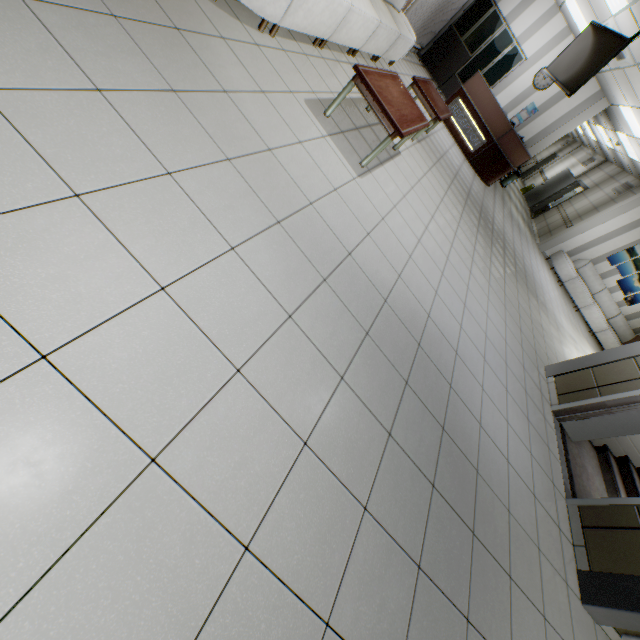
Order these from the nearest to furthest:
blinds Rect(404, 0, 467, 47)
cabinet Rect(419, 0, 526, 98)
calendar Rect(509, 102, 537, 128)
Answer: blinds Rect(404, 0, 467, 47)
cabinet Rect(419, 0, 526, 98)
calendar Rect(509, 102, 537, 128)

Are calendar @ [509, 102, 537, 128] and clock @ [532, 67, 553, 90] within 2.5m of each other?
yes

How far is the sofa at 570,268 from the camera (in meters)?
11.44

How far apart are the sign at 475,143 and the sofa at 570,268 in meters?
5.8 m

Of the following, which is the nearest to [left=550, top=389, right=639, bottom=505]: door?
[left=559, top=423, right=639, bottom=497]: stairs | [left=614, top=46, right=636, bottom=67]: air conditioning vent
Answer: [left=559, top=423, right=639, bottom=497]: stairs

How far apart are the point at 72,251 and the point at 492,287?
5.54m

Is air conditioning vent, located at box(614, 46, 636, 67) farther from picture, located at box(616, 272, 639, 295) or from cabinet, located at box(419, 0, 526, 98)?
picture, located at box(616, 272, 639, 295)

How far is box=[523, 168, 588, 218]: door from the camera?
14.5 meters
